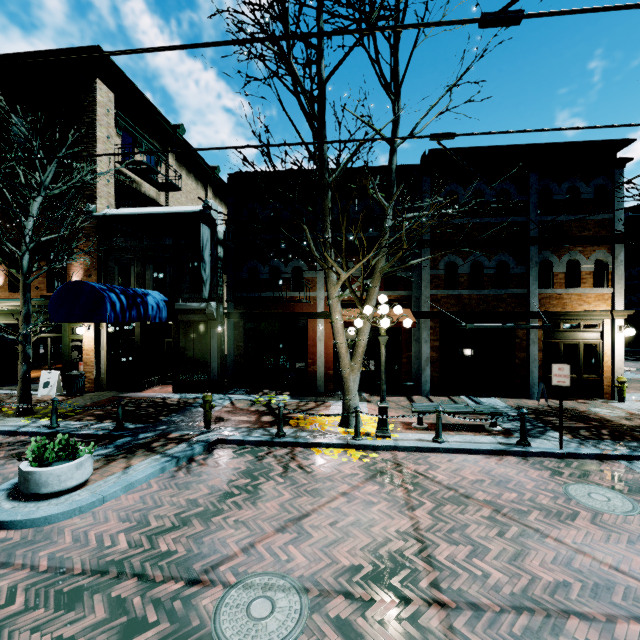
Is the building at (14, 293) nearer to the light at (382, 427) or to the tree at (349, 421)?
the tree at (349, 421)

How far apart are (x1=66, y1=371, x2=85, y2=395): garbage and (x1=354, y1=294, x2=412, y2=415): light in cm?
1167

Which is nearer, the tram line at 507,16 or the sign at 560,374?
the tram line at 507,16

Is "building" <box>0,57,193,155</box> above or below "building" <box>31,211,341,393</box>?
above

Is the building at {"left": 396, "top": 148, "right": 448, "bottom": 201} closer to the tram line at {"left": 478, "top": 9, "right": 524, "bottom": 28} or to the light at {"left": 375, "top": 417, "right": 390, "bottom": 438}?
the light at {"left": 375, "top": 417, "right": 390, "bottom": 438}

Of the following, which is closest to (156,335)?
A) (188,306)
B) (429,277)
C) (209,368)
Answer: (188,306)

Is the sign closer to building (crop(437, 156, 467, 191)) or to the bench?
the bench

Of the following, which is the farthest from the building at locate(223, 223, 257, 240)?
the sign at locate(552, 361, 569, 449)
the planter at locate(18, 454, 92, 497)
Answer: the planter at locate(18, 454, 92, 497)
